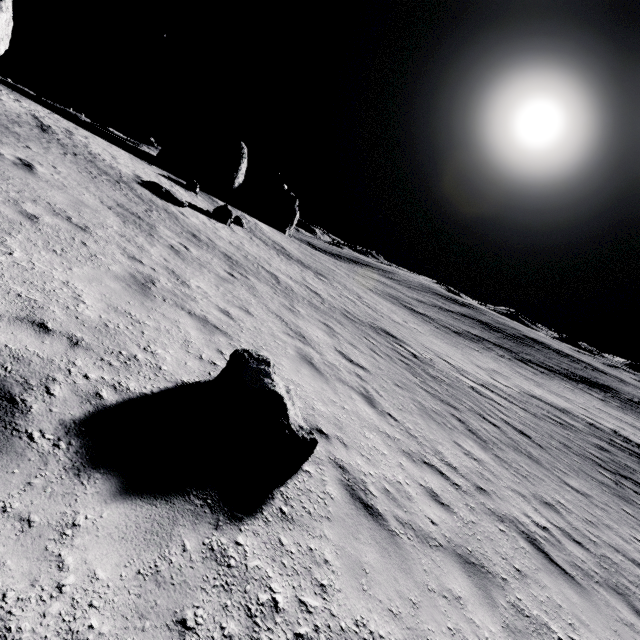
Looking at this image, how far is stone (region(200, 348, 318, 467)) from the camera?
4.1 meters

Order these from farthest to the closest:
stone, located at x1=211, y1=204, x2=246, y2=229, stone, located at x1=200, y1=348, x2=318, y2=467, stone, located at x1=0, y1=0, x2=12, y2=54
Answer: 1. stone, located at x1=211, y1=204, x2=246, y2=229
2. stone, located at x1=0, y1=0, x2=12, y2=54
3. stone, located at x1=200, y1=348, x2=318, y2=467

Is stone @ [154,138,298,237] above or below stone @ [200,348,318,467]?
above

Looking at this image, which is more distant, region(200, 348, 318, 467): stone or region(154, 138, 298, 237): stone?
region(154, 138, 298, 237): stone

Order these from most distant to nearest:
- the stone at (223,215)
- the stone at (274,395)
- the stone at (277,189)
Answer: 1. the stone at (277,189)
2. the stone at (223,215)
3. the stone at (274,395)

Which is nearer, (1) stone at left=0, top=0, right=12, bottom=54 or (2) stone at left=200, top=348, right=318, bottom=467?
(2) stone at left=200, top=348, right=318, bottom=467

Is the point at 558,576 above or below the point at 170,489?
below

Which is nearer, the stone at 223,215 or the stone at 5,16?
the stone at 5,16
